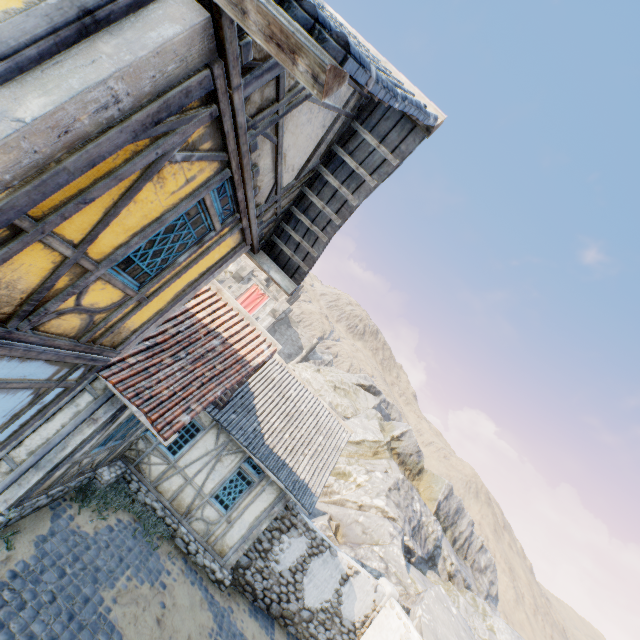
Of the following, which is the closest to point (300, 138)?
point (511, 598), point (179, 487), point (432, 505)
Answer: point (179, 487)

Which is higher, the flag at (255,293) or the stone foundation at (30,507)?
the flag at (255,293)

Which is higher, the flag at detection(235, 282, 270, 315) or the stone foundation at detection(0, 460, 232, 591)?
the flag at detection(235, 282, 270, 315)

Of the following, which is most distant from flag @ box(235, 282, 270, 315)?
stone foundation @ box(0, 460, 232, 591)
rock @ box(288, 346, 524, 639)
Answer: stone foundation @ box(0, 460, 232, 591)

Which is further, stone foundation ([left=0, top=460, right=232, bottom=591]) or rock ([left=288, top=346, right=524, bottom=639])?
rock ([left=288, top=346, right=524, bottom=639])

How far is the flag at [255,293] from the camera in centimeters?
4525cm

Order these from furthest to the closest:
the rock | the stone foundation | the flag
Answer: the flag
the rock
the stone foundation

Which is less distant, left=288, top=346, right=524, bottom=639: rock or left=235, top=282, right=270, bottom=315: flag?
left=288, top=346, right=524, bottom=639: rock
